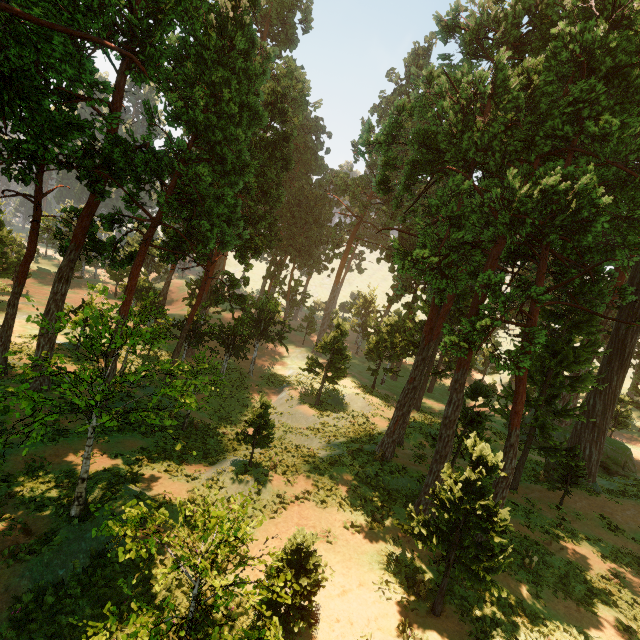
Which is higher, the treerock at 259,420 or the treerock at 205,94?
the treerock at 205,94

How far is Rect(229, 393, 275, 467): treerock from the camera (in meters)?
15.10

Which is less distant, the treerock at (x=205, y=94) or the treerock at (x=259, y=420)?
the treerock at (x=205, y=94)

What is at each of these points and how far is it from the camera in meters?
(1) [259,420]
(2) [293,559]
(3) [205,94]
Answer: (1) treerock, 15.4 m
(2) treerock, 9.5 m
(3) treerock, 15.7 m

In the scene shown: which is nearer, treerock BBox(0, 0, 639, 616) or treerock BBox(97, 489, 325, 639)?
treerock BBox(97, 489, 325, 639)

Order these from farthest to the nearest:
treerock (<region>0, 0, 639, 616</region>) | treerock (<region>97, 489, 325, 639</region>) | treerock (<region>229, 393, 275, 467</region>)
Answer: treerock (<region>229, 393, 275, 467</region>), treerock (<region>0, 0, 639, 616</region>), treerock (<region>97, 489, 325, 639</region>)
